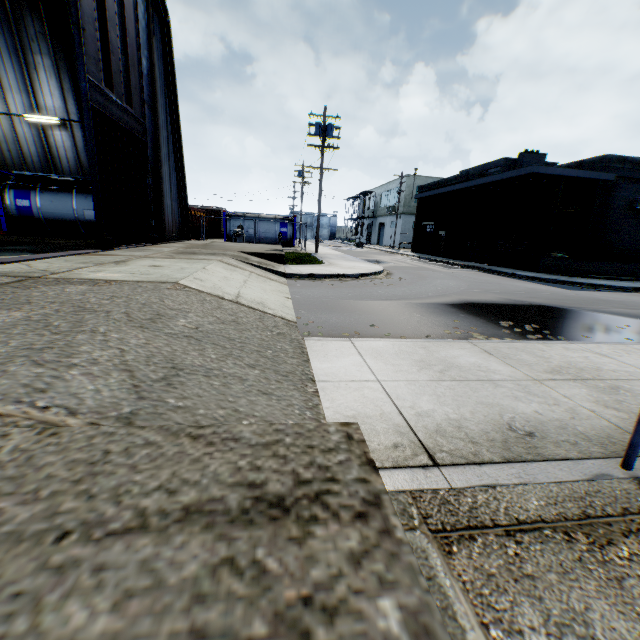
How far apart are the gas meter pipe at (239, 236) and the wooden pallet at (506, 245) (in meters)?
19.38

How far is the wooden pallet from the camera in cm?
2225

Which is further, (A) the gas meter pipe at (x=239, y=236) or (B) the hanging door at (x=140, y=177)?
(A) the gas meter pipe at (x=239, y=236)

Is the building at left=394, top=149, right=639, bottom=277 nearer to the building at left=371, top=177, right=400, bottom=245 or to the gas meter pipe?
the building at left=371, top=177, right=400, bottom=245

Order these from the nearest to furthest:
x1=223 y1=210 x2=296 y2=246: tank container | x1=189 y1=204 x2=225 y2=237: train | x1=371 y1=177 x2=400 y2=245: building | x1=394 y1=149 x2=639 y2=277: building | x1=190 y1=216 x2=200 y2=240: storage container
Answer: x1=394 y1=149 x2=639 y2=277: building < x1=190 y1=216 x2=200 y2=240: storage container < x1=223 y1=210 x2=296 y2=246: tank container < x1=189 y1=204 x2=225 y2=237: train < x1=371 y1=177 x2=400 y2=245: building

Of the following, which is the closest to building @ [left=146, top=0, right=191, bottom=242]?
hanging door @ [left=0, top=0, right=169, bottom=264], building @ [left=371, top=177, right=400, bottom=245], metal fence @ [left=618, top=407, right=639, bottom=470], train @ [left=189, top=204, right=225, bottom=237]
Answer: hanging door @ [left=0, top=0, right=169, bottom=264]

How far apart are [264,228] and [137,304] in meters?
28.5

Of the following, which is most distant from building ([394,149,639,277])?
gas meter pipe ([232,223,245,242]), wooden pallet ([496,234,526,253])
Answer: gas meter pipe ([232,223,245,242])
